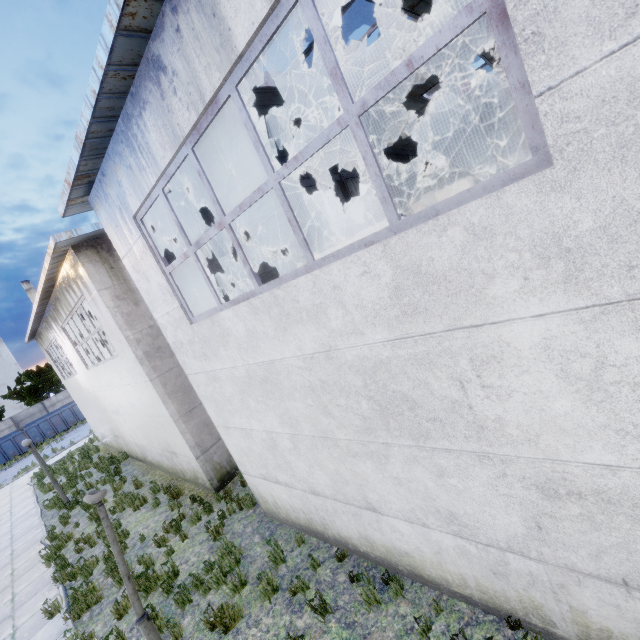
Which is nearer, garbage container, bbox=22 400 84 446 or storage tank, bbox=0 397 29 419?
garbage container, bbox=22 400 84 446

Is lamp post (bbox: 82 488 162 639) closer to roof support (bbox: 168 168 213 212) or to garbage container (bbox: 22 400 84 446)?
roof support (bbox: 168 168 213 212)

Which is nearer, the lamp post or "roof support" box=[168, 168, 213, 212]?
the lamp post

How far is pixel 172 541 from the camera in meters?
8.4

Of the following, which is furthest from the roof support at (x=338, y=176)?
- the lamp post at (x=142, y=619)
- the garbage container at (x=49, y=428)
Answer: the garbage container at (x=49, y=428)

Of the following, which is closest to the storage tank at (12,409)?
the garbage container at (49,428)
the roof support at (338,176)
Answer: the garbage container at (49,428)

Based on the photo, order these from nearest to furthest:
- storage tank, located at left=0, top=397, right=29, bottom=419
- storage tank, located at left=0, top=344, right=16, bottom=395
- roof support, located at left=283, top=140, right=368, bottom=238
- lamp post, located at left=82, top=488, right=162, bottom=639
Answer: lamp post, located at left=82, top=488, right=162, bottom=639
roof support, located at left=283, top=140, right=368, bottom=238
storage tank, located at left=0, top=397, right=29, bottom=419
storage tank, located at left=0, top=344, right=16, bottom=395

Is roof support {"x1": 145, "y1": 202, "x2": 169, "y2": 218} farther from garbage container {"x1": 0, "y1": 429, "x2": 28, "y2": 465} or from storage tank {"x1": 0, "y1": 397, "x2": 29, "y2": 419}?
storage tank {"x1": 0, "y1": 397, "x2": 29, "y2": 419}
